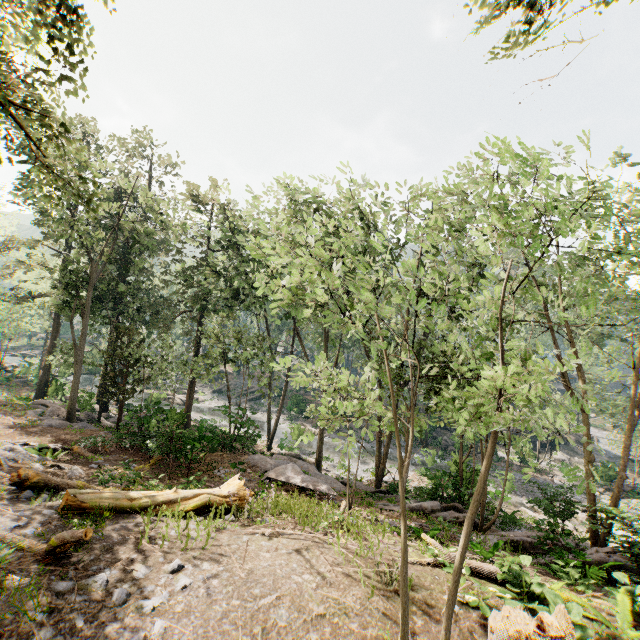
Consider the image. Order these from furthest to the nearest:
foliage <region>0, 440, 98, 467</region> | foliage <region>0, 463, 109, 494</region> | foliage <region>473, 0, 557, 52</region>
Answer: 1. foliage <region>0, 440, 98, 467</region>
2. foliage <region>0, 463, 109, 494</region>
3. foliage <region>473, 0, 557, 52</region>

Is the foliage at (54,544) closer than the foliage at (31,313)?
No

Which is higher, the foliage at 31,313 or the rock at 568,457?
the foliage at 31,313

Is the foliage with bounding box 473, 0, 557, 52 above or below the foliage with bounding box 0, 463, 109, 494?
above

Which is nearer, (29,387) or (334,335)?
(29,387)

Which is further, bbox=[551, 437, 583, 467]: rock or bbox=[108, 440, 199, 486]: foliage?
bbox=[551, 437, 583, 467]: rock

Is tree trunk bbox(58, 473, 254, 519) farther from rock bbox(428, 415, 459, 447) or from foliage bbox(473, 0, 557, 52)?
rock bbox(428, 415, 459, 447)
